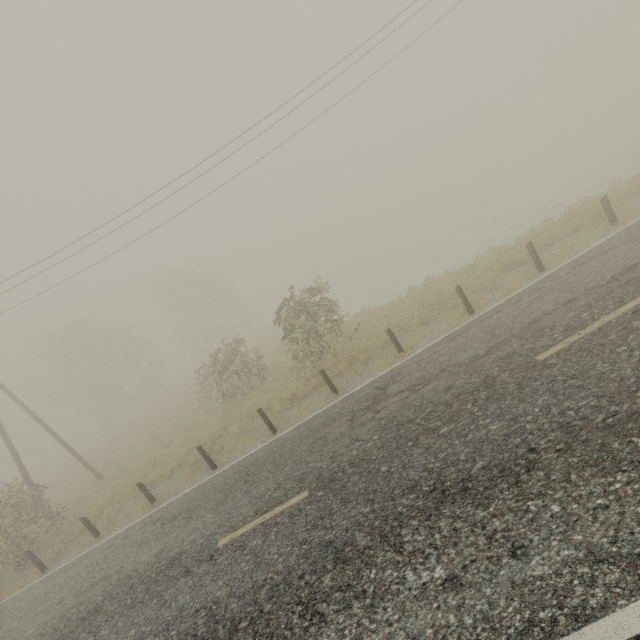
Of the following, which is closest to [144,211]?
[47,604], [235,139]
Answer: [235,139]
